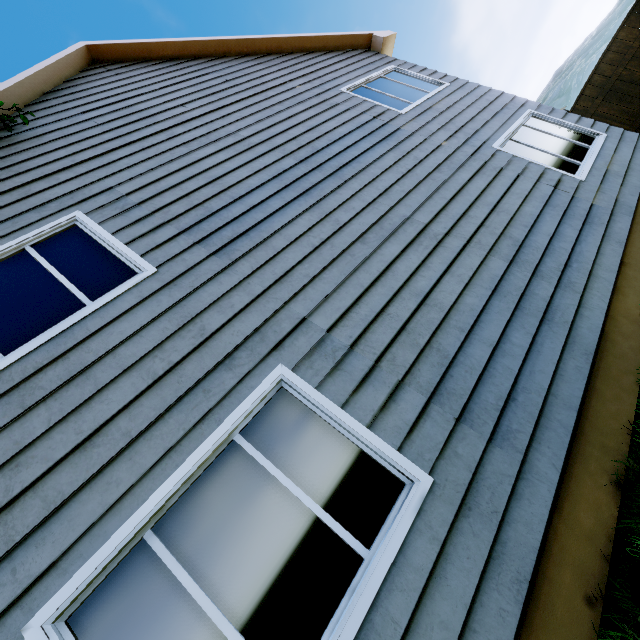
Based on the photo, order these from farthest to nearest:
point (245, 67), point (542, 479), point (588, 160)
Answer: point (245, 67) → point (588, 160) → point (542, 479)
